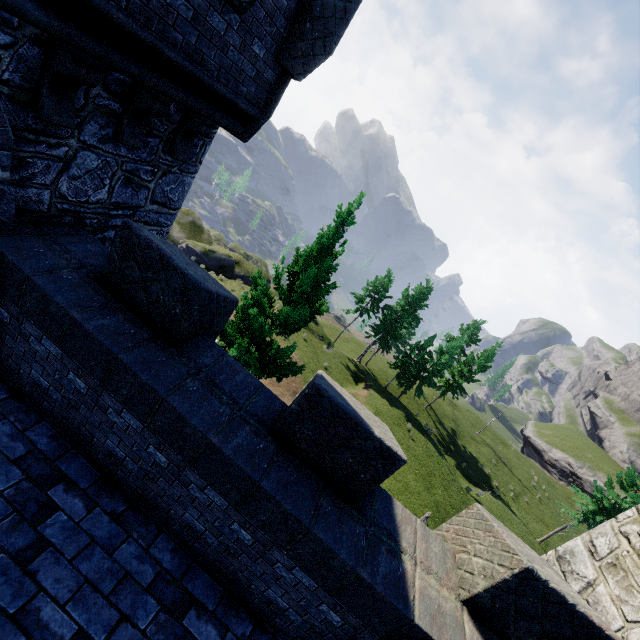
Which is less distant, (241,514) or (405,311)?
(241,514)

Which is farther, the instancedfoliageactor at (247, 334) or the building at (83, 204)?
the instancedfoliageactor at (247, 334)

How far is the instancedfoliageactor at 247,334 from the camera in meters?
9.7

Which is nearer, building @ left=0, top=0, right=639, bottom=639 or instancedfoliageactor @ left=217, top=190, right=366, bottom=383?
building @ left=0, top=0, right=639, bottom=639

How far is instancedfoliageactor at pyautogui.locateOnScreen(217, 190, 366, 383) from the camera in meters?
9.7 m
